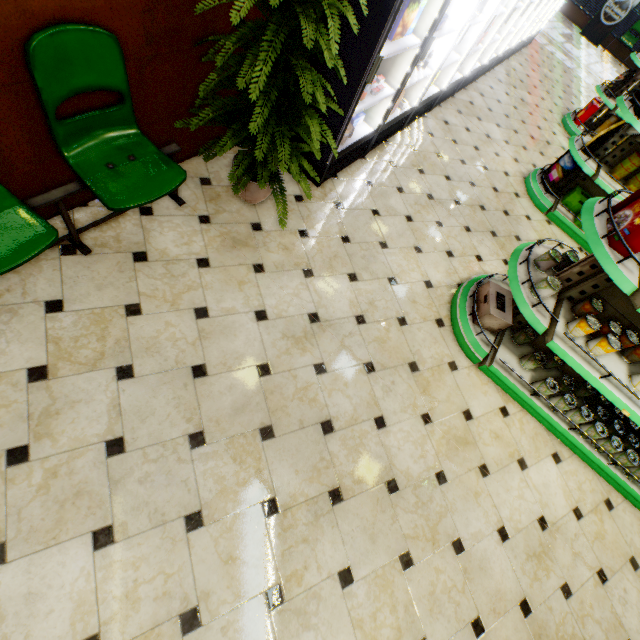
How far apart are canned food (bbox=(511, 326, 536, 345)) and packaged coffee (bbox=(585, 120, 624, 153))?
3.2 meters

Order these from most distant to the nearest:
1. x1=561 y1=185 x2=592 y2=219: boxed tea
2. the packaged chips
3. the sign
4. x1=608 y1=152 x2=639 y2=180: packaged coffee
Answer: the sign < the packaged chips < x1=561 y1=185 x2=592 y2=219: boxed tea < x1=608 y1=152 x2=639 y2=180: packaged coffee

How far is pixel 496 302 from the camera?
3.0 meters

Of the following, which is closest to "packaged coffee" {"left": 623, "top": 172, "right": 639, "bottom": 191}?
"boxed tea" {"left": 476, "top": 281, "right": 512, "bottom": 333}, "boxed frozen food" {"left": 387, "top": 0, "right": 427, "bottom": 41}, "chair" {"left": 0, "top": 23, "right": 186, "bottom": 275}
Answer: "boxed tea" {"left": 476, "top": 281, "right": 512, "bottom": 333}

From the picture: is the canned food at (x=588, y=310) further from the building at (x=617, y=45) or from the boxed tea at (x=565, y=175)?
the boxed tea at (x=565, y=175)

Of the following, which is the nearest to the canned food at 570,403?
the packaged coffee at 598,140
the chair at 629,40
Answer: the packaged coffee at 598,140

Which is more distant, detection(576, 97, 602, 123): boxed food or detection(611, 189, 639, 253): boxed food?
detection(576, 97, 602, 123): boxed food

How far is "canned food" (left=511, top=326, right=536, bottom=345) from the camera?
3.1m
